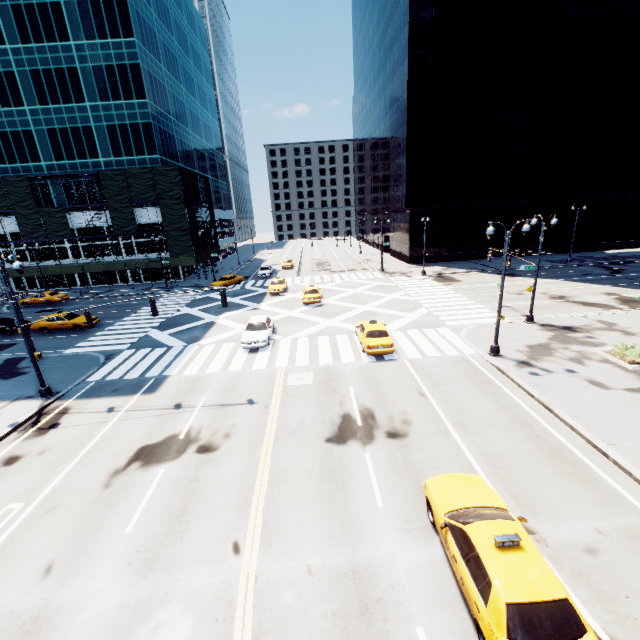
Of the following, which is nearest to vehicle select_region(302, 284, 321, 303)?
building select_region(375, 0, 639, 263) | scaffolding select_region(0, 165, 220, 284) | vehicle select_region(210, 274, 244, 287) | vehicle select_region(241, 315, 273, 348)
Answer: vehicle select_region(241, 315, 273, 348)

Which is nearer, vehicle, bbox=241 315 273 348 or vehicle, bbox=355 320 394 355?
vehicle, bbox=355 320 394 355

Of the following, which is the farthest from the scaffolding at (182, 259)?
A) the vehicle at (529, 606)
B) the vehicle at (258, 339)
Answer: the vehicle at (529, 606)

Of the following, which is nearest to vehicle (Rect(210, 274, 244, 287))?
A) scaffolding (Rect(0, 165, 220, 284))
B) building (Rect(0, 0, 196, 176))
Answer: scaffolding (Rect(0, 165, 220, 284))

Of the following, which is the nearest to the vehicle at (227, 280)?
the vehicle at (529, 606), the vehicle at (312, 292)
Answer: the vehicle at (312, 292)

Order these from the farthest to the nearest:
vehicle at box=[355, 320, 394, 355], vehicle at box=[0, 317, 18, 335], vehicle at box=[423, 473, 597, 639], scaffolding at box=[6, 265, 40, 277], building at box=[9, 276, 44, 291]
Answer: building at box=[9, 276, 44, 291], scaffolding at box=[6, 265, 40, 277], vehicle at box=[0, 317, 18, 335], vehicle at box=[355, 320, 394, 355], vehicle at box=[423, 473, 597, 639]

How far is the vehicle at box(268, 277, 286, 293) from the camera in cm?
3680

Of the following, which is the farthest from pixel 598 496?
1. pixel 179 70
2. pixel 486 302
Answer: pixel 179 70
